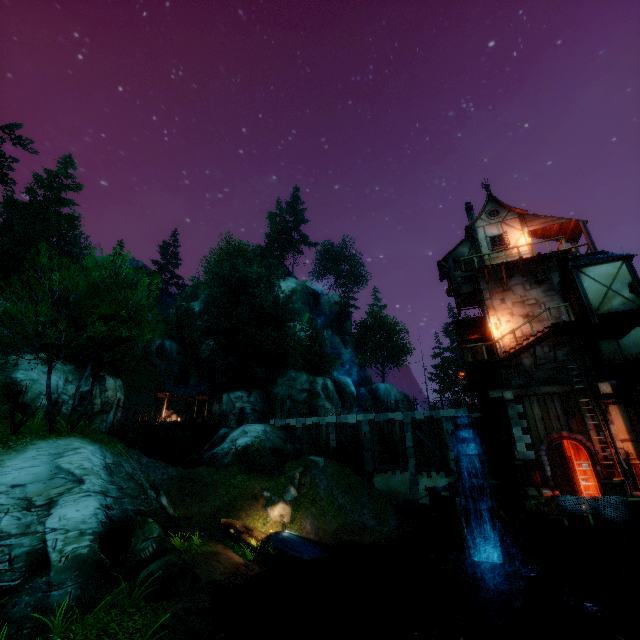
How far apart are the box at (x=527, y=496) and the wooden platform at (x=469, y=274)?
11.8 meters

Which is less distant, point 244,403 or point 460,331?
point 460,331

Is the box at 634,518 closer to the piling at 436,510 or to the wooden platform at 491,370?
the wooden platform at 491,370

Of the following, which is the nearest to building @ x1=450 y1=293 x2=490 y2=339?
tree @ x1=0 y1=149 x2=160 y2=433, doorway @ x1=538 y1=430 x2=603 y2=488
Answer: doorway @ x1=538 y1=430 x2=603 y2=488

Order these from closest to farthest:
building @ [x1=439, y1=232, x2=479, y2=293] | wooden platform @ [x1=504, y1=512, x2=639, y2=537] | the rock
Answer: wooden platform @ [x1=504, y1=512, x2=639, y2=537], the rock, building @ [x1=439, y1=232, x2=479, y2=293]

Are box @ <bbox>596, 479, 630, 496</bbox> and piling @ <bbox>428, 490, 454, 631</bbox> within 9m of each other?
yes

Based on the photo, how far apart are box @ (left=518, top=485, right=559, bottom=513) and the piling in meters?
4.1 m

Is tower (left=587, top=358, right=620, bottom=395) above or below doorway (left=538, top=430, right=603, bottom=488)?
above
